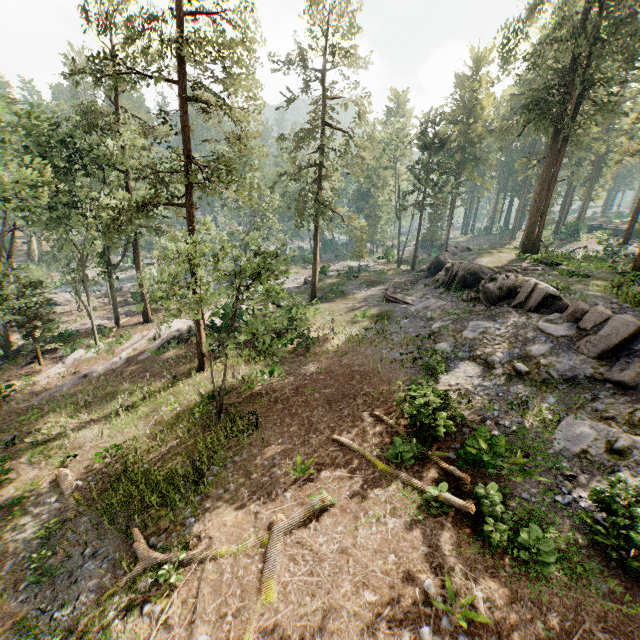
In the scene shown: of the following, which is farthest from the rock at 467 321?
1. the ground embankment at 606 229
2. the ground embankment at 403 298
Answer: the ground embankment at 606 229

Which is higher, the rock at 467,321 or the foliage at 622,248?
the foliage at 622,248

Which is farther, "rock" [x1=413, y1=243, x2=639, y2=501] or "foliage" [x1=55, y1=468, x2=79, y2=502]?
"foliage" [x1=55, y1=468, x2=79, y2=502]

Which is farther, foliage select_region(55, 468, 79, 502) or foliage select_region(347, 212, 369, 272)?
foliage select_region(347, 212, 369, 272)

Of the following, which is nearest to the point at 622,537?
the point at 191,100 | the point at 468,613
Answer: the point at 468,613

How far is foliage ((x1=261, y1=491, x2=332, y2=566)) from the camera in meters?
9.4 m

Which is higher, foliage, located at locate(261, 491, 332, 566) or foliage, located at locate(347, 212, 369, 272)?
foliage, located at locate(347, 212, 369, 272)
